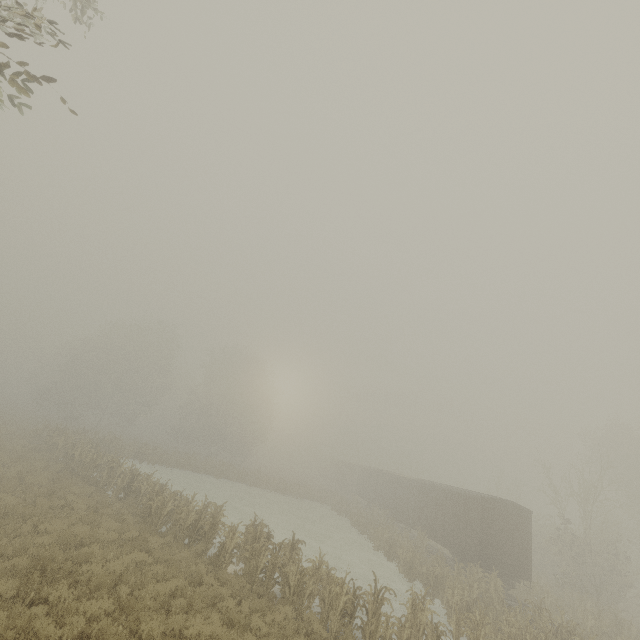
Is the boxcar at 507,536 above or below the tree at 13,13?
below

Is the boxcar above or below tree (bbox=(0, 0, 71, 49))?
below

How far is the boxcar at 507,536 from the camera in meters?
18.7

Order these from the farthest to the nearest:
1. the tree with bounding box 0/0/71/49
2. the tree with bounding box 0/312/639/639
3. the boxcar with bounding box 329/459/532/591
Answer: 1. the boxcar with bounding box 329/459/532/591
2. the tree with bounding box 0/312/639/639
3. the tree with bounding box 0/0/71/49

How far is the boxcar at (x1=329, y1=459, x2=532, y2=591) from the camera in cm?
1866

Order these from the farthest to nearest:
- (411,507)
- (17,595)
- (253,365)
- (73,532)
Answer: (253,365) → (411,507) → (73,532) → (17,595)

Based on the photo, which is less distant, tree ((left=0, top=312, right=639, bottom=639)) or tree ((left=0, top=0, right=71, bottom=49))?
tree ((left=0, top=0, right=71, bottom=49))

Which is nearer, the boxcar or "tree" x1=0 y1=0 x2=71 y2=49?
"tree" x1=0 y1=0 x2=71 y2=49
